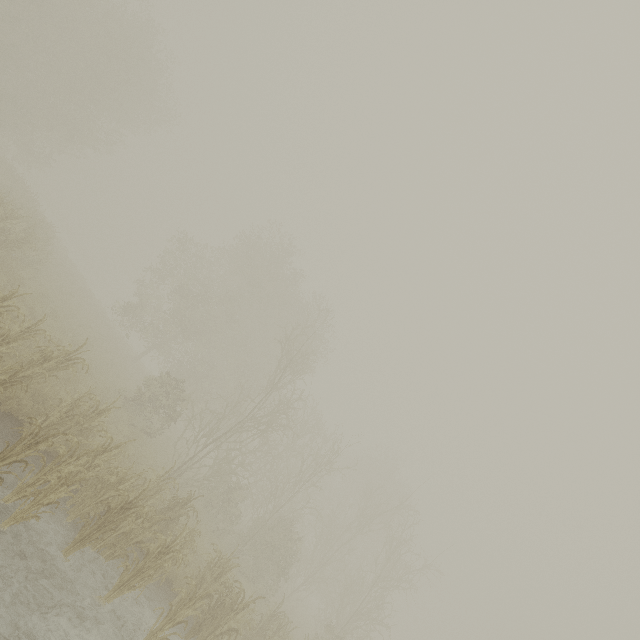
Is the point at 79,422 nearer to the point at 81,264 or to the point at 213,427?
the point at 213,427
